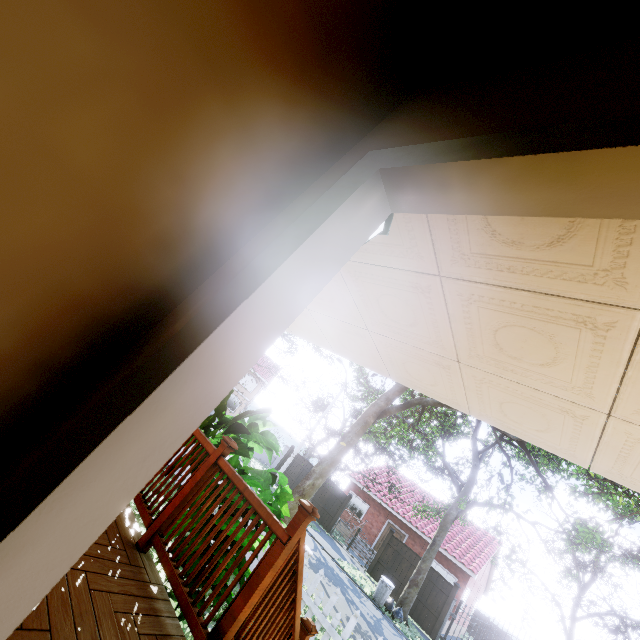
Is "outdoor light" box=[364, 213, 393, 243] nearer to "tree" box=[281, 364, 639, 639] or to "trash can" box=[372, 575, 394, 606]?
"tree" box=[281, 364, 639, 639]

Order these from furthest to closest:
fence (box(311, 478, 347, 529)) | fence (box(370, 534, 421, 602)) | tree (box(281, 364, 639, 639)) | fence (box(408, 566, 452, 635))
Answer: fence (box(311, 478, 347, 529)) → fence (box(370, 534, 421, 602)) → fence (box(408, 566, 452, 635)) → tree (box(281, 364, 639, 639))

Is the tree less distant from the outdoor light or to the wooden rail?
the wooden rail

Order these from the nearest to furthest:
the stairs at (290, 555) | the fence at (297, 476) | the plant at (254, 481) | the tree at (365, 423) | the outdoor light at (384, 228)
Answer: the outdoor light at (384, 228), the stairs at (290, 555), the plant at (254, 481), the tree at (365, 423), the fence at (297, 476)

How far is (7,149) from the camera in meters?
0.6

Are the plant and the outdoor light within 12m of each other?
yes

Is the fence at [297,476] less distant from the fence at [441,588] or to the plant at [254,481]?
the fence at [441,588]

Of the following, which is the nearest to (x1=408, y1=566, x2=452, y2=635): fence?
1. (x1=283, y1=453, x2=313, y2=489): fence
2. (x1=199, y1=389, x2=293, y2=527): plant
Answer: (x1=283, y1=453, x2=313, y2=489): fence
